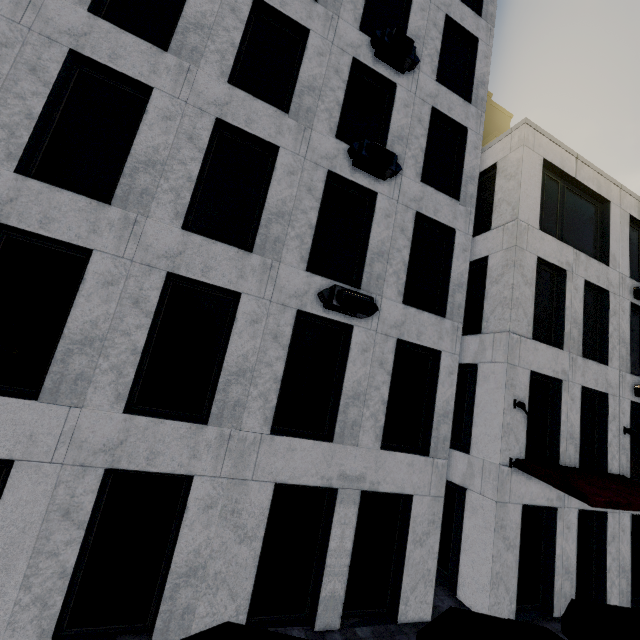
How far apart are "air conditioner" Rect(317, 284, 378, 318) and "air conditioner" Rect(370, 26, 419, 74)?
7.15m

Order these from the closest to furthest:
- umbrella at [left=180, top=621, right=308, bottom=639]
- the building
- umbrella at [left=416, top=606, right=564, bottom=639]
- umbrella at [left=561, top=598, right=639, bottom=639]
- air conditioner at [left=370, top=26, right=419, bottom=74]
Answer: umbrella at [left=180, top=621, right=308, bottom=639] → umbrella at [left=416, top=606, right=564, bottom=639] → umbrella at [left=561, top=598, right=639, bottom=639] → air conditioner at [left=370, top=26, right=419, bottom=74] → the building

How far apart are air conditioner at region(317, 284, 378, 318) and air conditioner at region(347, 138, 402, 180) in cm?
347

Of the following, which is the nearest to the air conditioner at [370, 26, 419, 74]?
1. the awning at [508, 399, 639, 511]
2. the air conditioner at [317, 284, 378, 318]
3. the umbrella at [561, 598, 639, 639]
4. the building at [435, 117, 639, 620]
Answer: the building at [435, 117, 639, 620]

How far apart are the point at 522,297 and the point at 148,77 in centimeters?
1202cm

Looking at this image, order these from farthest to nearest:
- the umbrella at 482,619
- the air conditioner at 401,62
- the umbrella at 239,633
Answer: the air conditioner at 401,62
the umbrella at 482,619
the umbrella at 239,633

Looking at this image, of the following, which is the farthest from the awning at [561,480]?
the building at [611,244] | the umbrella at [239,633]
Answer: the umbrella at [239,633]

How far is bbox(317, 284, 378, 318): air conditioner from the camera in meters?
7.3 m
